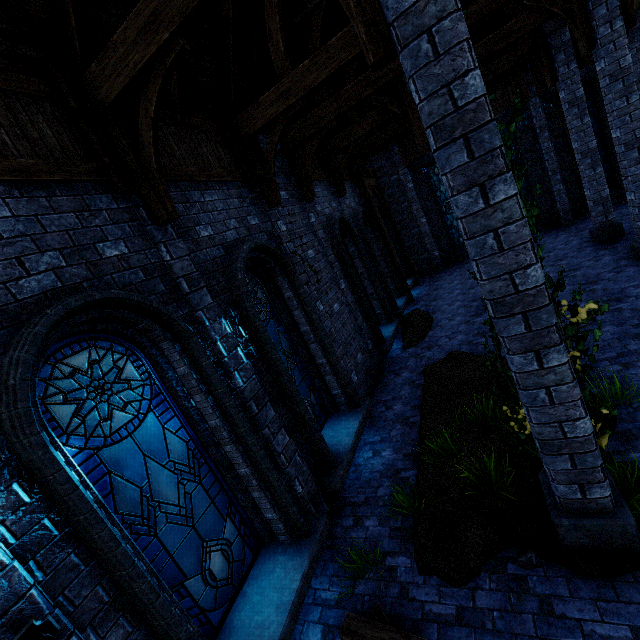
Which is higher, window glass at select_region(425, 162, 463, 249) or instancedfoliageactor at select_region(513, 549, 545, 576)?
window glass at select_region(425, 162, 463, 249)

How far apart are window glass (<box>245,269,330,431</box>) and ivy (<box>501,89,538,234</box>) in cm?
343

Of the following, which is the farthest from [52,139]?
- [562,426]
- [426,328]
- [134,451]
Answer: [426,328]

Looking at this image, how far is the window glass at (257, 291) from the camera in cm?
622

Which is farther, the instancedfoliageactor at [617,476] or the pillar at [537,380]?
the instancedfoliageactor at [617,476]

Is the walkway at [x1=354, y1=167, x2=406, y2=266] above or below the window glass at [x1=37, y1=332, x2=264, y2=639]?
above

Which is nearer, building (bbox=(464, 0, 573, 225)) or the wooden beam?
the wooden beam

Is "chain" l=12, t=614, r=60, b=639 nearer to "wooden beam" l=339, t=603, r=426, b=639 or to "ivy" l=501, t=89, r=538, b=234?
"wooden beam" l=339, t=603, r=426, b=639
